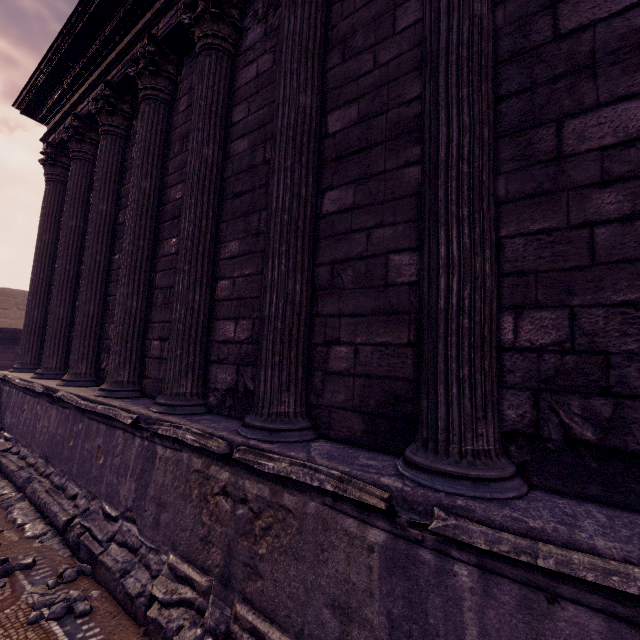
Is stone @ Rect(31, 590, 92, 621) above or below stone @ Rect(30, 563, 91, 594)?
above

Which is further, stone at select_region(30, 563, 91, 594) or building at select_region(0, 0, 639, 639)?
stone at select_region(30, 563, 91, 594)

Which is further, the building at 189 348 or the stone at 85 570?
the stone at 85 570

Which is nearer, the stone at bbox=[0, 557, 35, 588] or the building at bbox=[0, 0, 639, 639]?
the building at bbox=[0, 0, 639, 639]

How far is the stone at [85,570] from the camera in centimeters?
274cm

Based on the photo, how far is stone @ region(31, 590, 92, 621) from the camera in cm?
247

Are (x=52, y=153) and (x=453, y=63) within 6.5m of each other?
no
